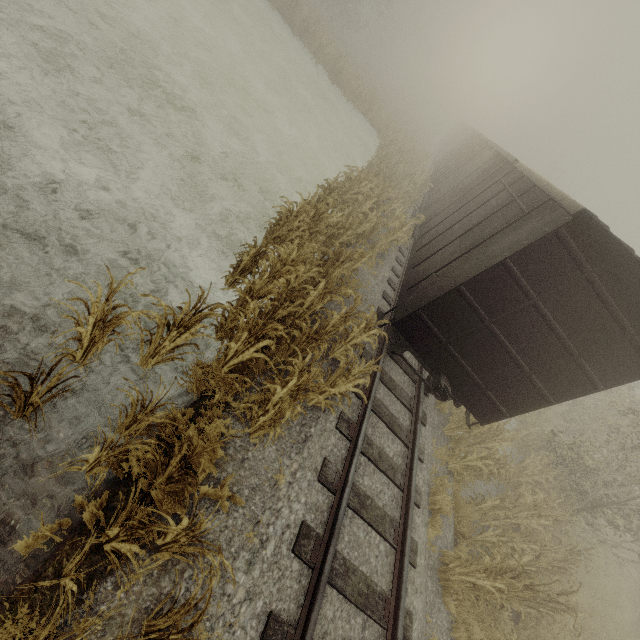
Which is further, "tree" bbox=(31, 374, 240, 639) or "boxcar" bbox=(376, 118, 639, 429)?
"boxcar" bbox=(376, 118, 639, 429)

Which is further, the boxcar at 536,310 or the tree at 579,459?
the tree at 579,459

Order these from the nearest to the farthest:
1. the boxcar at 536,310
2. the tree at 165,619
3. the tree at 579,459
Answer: the tree at 165,619 → the boxcar at 536,310 → the tree at 579,459

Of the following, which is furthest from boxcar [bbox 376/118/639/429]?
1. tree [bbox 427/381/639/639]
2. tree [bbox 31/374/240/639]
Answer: tree [bbox 31/374/240/639]

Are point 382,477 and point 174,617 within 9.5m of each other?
yes

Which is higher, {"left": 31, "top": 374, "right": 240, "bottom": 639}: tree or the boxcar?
the boxcar
